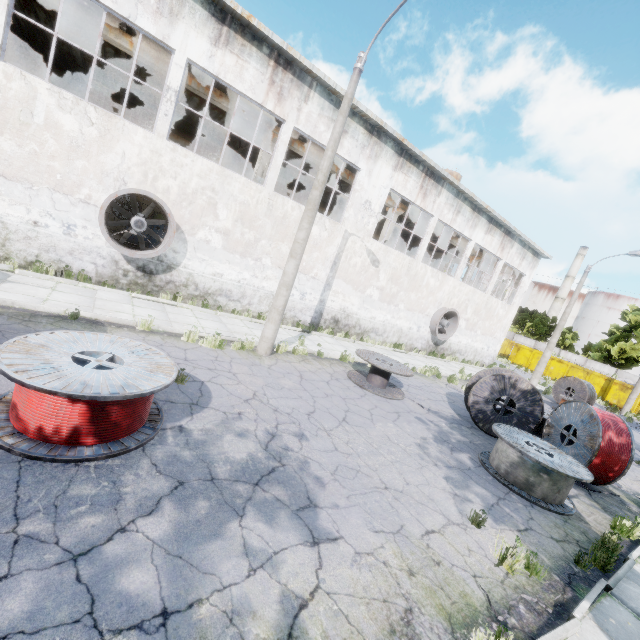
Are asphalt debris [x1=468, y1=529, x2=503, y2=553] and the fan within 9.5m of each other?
no

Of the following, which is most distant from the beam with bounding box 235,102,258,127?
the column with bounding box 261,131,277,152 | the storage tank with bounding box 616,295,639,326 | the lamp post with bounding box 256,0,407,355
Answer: the storage tank with bounding box 616,295,639,326

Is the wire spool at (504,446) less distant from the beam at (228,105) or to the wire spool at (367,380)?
the wire spool at (367,380)

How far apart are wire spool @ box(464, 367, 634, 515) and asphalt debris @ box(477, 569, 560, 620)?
4.88m

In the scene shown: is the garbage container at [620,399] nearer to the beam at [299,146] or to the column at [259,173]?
the beam at [299,146]

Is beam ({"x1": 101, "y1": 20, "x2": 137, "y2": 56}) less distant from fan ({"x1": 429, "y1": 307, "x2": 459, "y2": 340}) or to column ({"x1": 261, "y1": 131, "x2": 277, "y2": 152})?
column ({"x1": 261, "y1": 131, "x2": 277, "y2": 152})

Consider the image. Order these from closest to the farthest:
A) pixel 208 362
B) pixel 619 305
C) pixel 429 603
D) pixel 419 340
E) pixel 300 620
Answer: pixel 300 620 → pixel 429 603 → pixel 208 362 → pixel 419 340 → pixel 619 305

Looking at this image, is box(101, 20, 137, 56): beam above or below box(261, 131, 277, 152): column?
above
